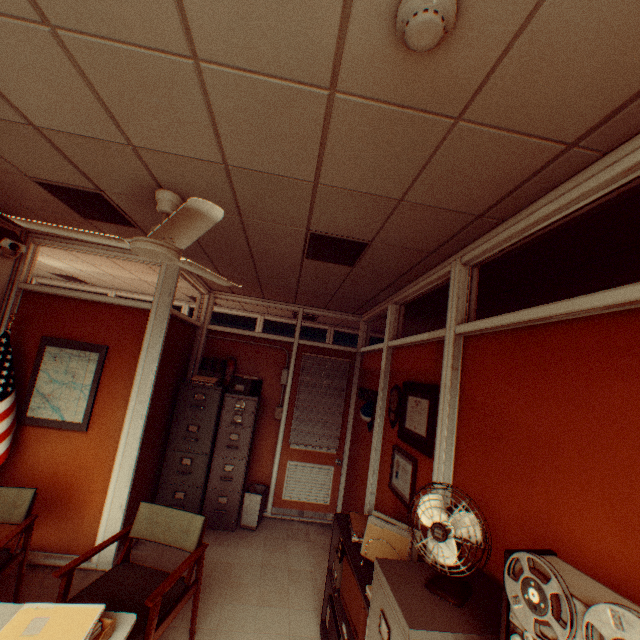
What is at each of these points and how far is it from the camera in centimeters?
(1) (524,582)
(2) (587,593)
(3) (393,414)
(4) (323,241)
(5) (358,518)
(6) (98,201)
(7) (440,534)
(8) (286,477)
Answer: (1) reel, 106cm
(2) reel projector, 98cm
(3) award, 362cm
(4) ceiling light, 279cm
(5) paper packet, 302cm
(6) ceiling light, 267cm
(7) fan, 150cm
(8) door, 538cm

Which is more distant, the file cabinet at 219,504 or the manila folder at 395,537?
the file cabinet at 219,504

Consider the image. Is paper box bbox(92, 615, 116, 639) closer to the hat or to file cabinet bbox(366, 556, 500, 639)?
file cabinet bbox(366, 556, 500, 639)

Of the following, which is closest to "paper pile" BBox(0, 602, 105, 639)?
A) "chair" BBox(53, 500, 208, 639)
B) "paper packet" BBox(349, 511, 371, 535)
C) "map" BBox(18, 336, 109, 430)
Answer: "chair" BBox(53, 500, 208, 639)

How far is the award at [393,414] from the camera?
3.54m

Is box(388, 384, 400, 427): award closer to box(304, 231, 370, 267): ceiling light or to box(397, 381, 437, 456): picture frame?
box(397, 381, 437, 456): picture frame

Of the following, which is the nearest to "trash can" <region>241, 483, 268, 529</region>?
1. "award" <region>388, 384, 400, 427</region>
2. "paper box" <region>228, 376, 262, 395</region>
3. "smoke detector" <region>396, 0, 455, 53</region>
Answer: "paper box" <region>228, 376, 262, 395</region>

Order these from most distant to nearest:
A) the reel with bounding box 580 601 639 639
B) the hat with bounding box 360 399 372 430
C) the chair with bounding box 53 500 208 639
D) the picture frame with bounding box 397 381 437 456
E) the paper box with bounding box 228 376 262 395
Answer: the paper box with bounding box 228 376 262 395 → the hat with bounding box 360 399 372 430 → the picture frame with bounding box 397 381 437 456 → the chair with bounding box 53 500 208 639 → the reel with bounding box 580 601 639 639
